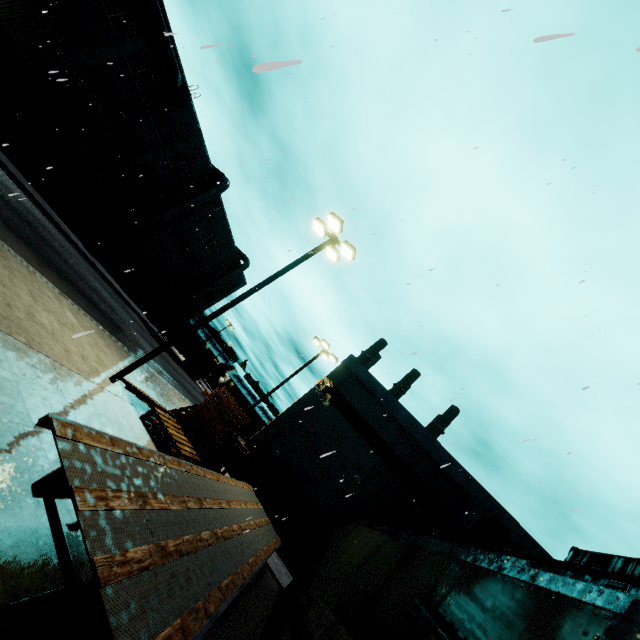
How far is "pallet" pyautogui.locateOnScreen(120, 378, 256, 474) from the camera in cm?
1045

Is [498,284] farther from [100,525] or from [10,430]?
[10,430]

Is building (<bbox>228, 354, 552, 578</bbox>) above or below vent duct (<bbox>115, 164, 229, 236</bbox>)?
below

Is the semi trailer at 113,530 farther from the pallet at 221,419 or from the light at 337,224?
the light at 337,224

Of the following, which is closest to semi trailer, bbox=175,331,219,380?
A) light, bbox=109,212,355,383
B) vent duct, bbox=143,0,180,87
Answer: vent duct, bbox=143,0,180,87

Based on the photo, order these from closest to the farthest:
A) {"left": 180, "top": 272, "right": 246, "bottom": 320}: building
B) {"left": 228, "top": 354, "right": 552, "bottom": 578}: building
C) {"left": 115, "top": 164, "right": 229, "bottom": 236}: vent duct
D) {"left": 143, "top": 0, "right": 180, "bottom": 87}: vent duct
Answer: {"left": 228, "top": 354, "right": 552, "bottom": 578}: building
{"left": 143, "top": 0, "right": 180, "bottom": 87}: vent duct
{"left": 115, "top": 164, "right": 229, "bottom": 236}: vent duct
{"left": 180, "top": 272, "right": 246, "bottom": 320}: building

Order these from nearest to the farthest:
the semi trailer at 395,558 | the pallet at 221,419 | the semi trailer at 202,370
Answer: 1. the semi trailer at 395,558
2. the pallet at 221,419
3. the semi trailer at 202,370

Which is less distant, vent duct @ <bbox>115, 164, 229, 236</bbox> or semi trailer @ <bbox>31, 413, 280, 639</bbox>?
semi trailer @ <bbox>31, 413, 280, 639</bbox>
